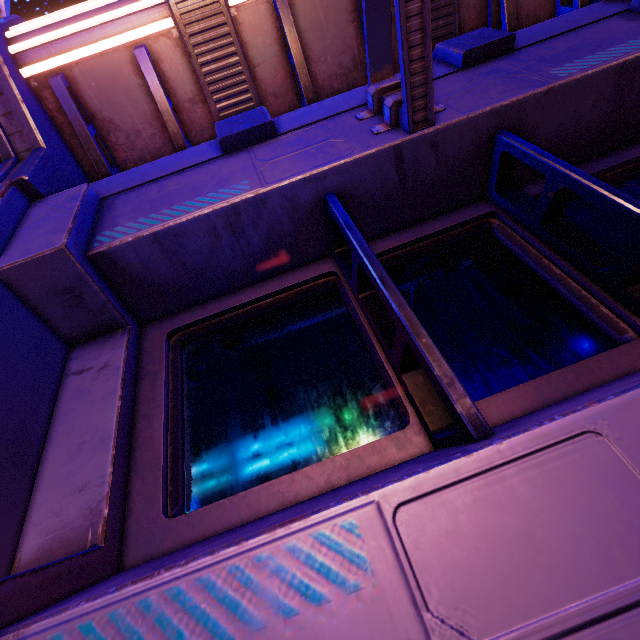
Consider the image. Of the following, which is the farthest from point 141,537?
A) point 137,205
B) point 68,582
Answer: point 137,205
